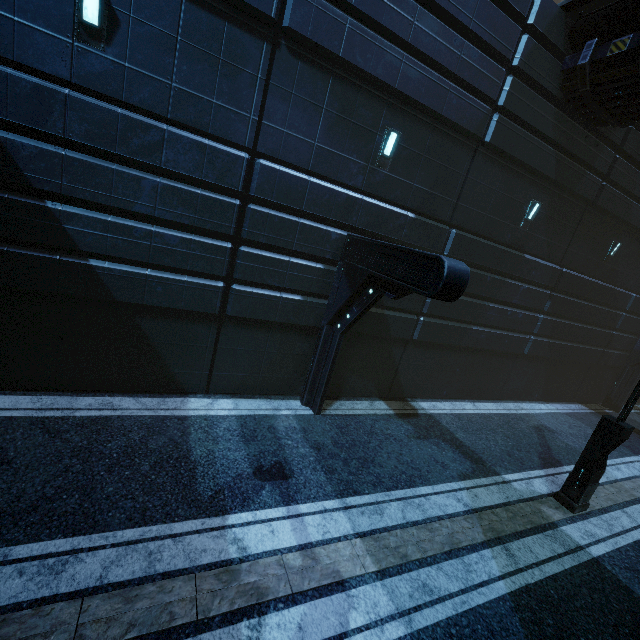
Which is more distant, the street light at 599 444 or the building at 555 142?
the street light at 599 444

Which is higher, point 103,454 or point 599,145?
point 599,145

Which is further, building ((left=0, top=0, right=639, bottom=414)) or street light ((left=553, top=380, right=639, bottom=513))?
street light ((left=553, top=380, right=639, bottom=513))
